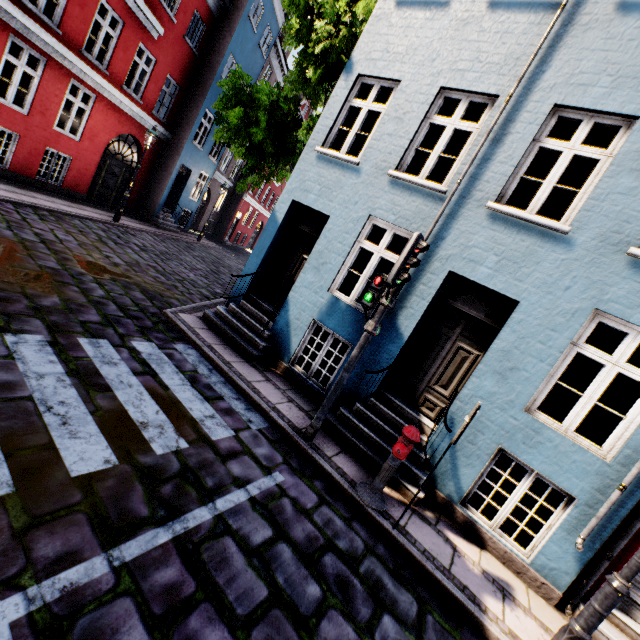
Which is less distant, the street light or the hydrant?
the street light

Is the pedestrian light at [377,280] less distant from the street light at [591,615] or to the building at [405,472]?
the building at [405,472]

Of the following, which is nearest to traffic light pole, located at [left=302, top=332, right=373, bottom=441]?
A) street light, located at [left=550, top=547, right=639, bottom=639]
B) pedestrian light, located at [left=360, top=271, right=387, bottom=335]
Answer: pedestrian light, located at [left=360, top=271, right=387, bottom=335]

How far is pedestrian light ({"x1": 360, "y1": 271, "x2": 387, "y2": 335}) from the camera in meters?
4.7

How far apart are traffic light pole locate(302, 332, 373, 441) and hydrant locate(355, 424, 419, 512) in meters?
0.9

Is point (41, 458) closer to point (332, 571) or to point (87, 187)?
point (332, 571)

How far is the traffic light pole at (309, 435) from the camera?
4.8 meters

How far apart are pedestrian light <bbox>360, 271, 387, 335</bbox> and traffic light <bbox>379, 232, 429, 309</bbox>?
0.1 meters
